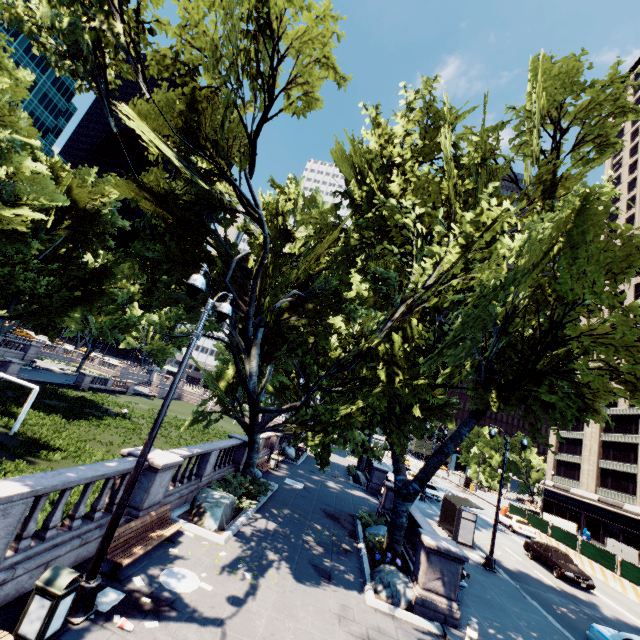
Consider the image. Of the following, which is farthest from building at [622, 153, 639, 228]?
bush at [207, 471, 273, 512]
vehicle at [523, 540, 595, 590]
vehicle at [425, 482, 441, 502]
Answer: bush at [207, 471, 273, 512]

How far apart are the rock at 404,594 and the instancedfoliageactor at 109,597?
7.98m

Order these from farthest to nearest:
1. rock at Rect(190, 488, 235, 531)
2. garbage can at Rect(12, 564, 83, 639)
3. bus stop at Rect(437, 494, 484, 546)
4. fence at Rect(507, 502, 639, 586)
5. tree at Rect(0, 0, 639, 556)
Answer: fence at Rect(507, 502, 639, 586) → bus stop at Rect(437, 494, 484, 546) → rock at Rect(190, 488, 235, 531) → tree at Rect(0, 0, 639, 556) → garbage can at Rect(12, 564, 83, 639)

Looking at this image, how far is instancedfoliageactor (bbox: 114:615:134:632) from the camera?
6.4m

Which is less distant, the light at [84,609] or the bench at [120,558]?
the light at [84,609]

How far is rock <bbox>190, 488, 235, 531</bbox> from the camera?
11.69m

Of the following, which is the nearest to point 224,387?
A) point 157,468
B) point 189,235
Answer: point 189,235

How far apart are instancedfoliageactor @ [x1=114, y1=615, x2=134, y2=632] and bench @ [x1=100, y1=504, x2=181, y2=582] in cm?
104
